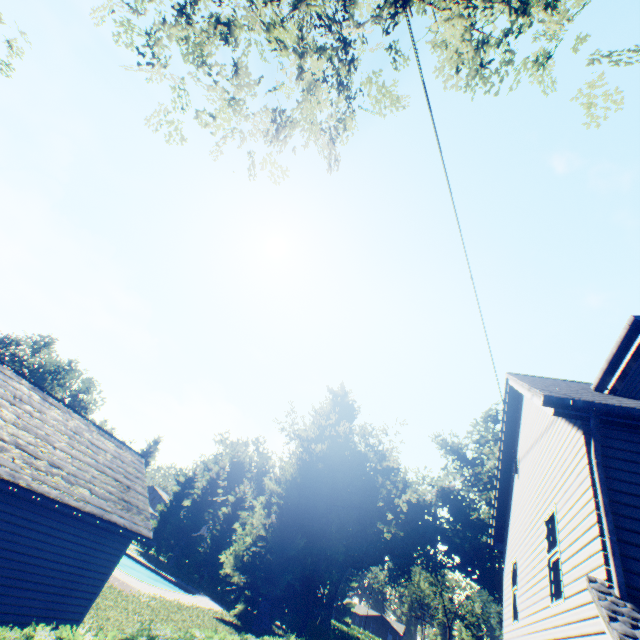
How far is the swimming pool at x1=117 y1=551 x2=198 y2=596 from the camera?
29.7 meters

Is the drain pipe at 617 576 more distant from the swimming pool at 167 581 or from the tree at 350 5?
the swimming pool at 167 581

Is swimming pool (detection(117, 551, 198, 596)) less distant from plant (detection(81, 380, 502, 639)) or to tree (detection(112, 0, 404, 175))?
plant (detection(81, 380, 502, 639))

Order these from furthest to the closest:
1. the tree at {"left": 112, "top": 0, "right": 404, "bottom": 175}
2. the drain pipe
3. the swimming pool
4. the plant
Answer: the swimming pool → the plant → the tree at {"left": 112, "top": 0, "right": 404, "bottom": 175} → the drain pipe

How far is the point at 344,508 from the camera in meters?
29.8

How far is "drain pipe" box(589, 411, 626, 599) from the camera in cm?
394

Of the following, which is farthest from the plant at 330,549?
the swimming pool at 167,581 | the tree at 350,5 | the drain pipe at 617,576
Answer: the drain pipe at 617,576

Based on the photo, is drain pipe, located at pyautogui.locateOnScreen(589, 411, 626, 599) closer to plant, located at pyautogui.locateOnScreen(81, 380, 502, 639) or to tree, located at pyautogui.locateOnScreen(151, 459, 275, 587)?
tree, located at pyautogui.locateOnScreen(151, 459, 275, 587)
